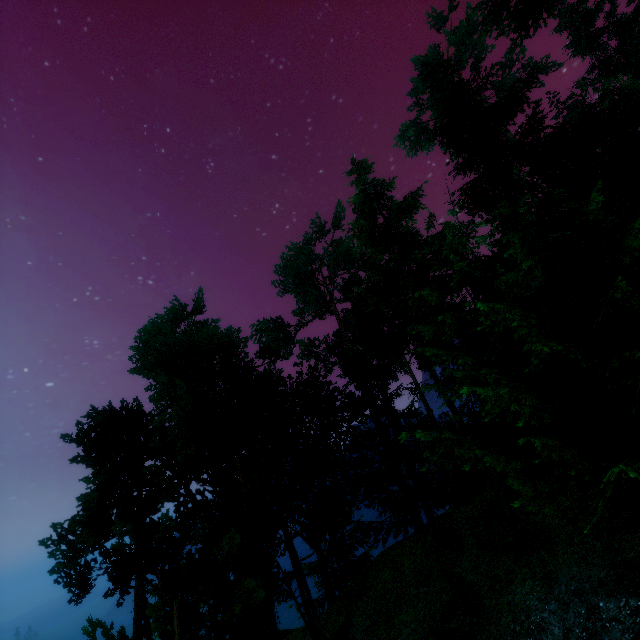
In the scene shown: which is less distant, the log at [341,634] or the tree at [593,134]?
the tree at [593,134]

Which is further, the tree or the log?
the log

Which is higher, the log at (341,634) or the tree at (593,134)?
the tree at (593,134)

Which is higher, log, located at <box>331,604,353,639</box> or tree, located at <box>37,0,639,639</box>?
tree, located at <box>37,0,639,639</box>

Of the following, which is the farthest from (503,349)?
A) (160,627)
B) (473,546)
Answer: (160,627)
